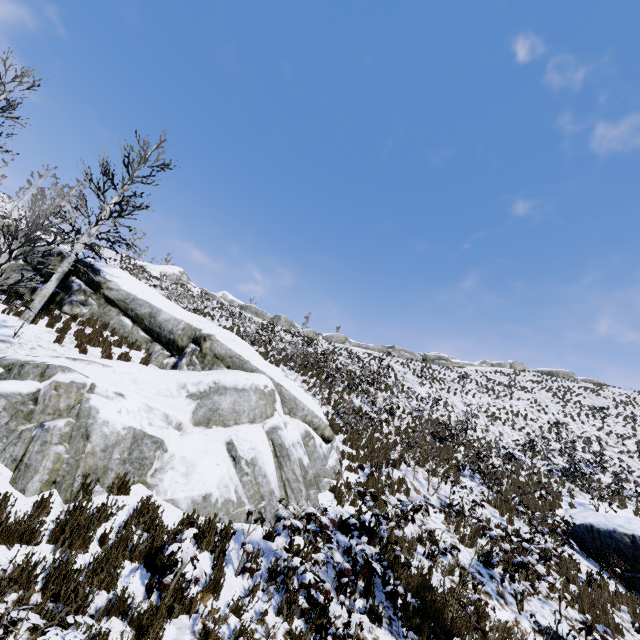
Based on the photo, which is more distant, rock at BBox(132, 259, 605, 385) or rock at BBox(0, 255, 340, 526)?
rock at BBox(132, 259, 605, 385)

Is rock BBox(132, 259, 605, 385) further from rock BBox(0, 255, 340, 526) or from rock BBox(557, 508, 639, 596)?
rock BBox(557, 508, 639, 596)

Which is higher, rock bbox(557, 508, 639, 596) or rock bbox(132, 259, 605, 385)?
rock bbox(132, 259, 605, 385)

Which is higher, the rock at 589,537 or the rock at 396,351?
the rock at 396,351

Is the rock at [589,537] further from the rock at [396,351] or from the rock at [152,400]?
the rock at [396,351]

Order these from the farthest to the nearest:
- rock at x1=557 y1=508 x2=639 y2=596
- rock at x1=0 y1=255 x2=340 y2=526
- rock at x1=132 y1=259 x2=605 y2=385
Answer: rock at x1=132 y1=259 x2=605 y2=385 < rock at x1=557 y1=508 x2=639 y2=596 < rock at x1=0 y1=255 x2=340 y2=526

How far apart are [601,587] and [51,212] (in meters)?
17.37

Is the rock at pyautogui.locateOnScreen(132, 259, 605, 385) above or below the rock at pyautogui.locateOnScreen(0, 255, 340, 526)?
above
